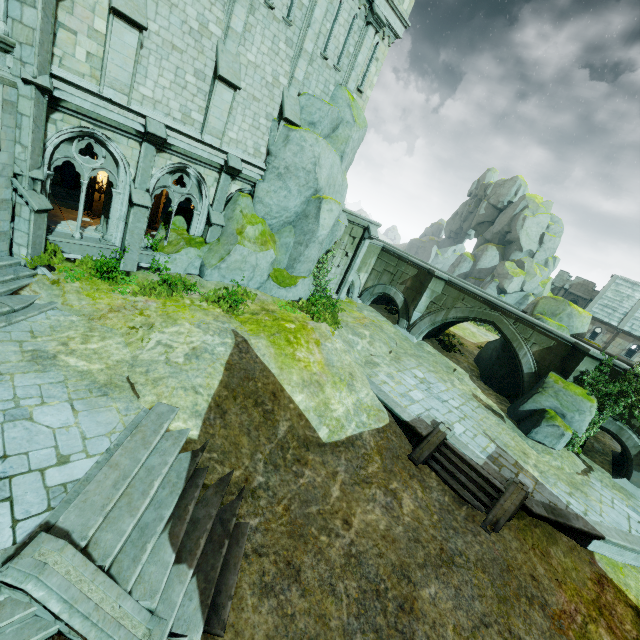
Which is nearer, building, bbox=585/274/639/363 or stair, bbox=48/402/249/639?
stair, bbox=48/402/249/639

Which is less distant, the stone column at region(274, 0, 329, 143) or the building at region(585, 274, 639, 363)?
the stone column at region(274, 0, 329, 143)

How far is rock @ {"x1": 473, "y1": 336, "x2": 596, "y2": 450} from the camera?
15.6m

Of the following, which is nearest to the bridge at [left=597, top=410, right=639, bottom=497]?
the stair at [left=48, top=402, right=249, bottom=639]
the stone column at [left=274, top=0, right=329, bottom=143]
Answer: the stone column at [left=274, top=0, right=329, bottom=143]

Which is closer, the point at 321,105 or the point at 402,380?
the point at 321,105

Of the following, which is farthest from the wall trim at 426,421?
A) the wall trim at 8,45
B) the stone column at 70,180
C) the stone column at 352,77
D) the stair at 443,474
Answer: the stone column at 70,180

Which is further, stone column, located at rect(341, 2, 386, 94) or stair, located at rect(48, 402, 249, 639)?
stone column, located at rect(341, 2, 386, 94)

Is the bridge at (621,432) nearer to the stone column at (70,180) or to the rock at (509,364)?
the rock at (509,364)
